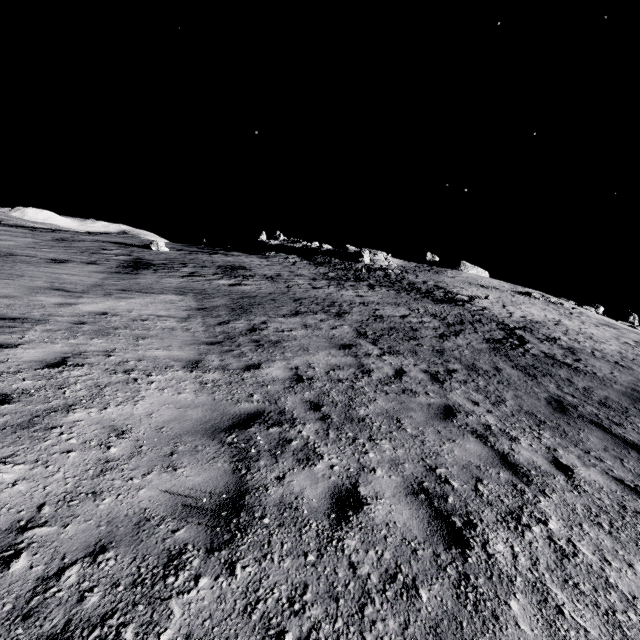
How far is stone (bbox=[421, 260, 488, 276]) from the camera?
56.69m

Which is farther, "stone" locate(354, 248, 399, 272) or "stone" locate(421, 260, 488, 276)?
"stone" locate(421, 260, 488, 276)

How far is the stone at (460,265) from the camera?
56.7 meters

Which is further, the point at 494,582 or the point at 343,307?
the point at 343,307

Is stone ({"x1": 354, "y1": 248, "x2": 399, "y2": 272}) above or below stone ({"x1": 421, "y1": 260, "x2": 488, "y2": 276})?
below

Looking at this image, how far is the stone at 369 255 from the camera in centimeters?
4204cm

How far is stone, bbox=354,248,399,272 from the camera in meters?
42.0
